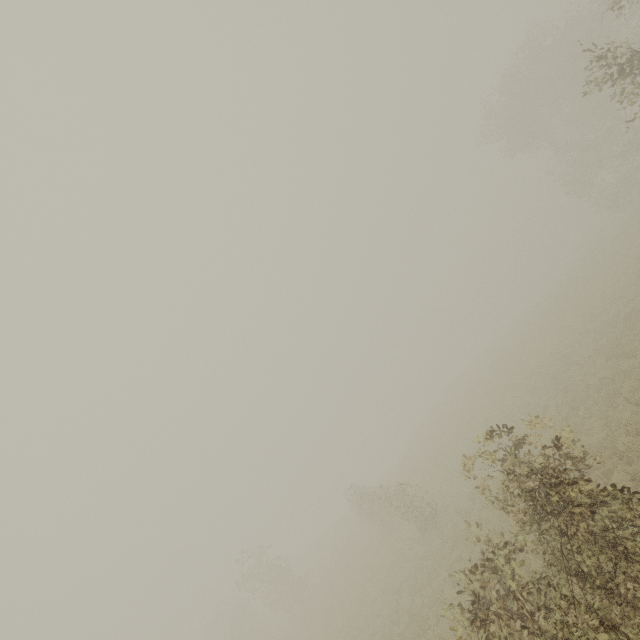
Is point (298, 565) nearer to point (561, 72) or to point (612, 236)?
point (612, 236)
